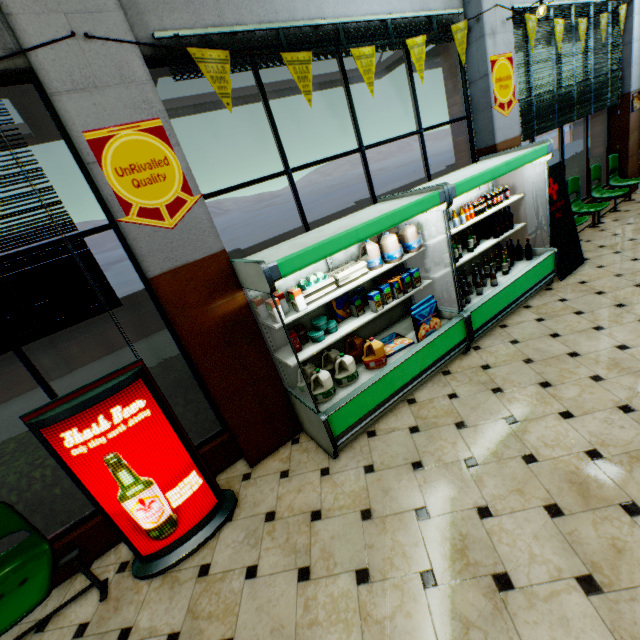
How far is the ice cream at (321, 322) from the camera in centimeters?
337cm

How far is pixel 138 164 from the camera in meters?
2.5 m

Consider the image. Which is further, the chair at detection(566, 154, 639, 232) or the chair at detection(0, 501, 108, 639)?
the chair at detection(566, 154, 639, 232)

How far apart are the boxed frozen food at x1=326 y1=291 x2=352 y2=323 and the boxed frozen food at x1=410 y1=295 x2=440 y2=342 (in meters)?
0.60

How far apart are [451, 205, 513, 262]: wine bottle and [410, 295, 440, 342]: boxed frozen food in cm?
174

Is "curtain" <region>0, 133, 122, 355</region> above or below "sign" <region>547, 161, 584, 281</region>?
above

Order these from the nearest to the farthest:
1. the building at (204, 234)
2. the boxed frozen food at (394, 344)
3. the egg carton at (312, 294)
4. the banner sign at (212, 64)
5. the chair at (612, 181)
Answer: the building at (204, 234) < the banner sign at (212, 64) < the egg carton at (312, 294) < the boxed frozen food at (394, 344) < the chair at (612, 181)

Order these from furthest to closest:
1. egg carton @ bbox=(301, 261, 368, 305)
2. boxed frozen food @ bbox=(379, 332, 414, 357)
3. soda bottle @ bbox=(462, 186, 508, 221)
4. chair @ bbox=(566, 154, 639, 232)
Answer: chair @ bbox=(566, 154, 639, 232) → soda bottle @ bbox=(462, 186, 508, 221) → boxed frozen food @ bbox=(379, 332, 414, 357) → egg carton @ bbox=(301, 261, 368, 305)
